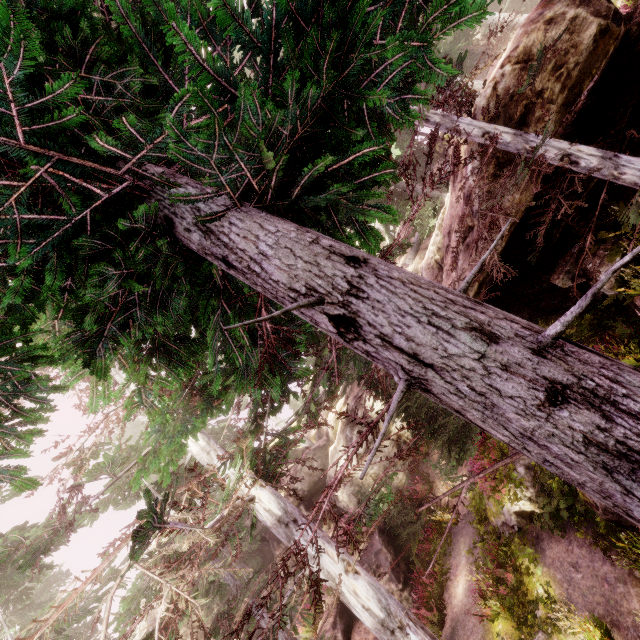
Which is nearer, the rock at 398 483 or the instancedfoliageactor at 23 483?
the instancedfoliageactor at 23 483

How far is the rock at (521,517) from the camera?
9.6m

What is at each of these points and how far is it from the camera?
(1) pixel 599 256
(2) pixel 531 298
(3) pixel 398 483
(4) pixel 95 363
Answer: (1) rock, 9.0 meters
(2) rock, 11.6 meters
(3) rock, 19.5 meters
(4) instancedfoliageactor, 3.1 meters

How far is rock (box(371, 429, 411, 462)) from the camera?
19.1m

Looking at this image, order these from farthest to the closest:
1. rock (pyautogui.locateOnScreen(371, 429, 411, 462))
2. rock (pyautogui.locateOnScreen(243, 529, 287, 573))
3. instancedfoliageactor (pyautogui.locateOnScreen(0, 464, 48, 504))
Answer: rock (pyautogui.locateOnScreen(243, 529, 287, 573)), rock (pyautogui.locateOnScreen(371, 429, 411, 462)), instancedfoliageactor (pyautogui.locateOnScreen(0, 464, 48, 504))

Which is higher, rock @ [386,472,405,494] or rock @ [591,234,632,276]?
rock @ [386,472,405,494]
